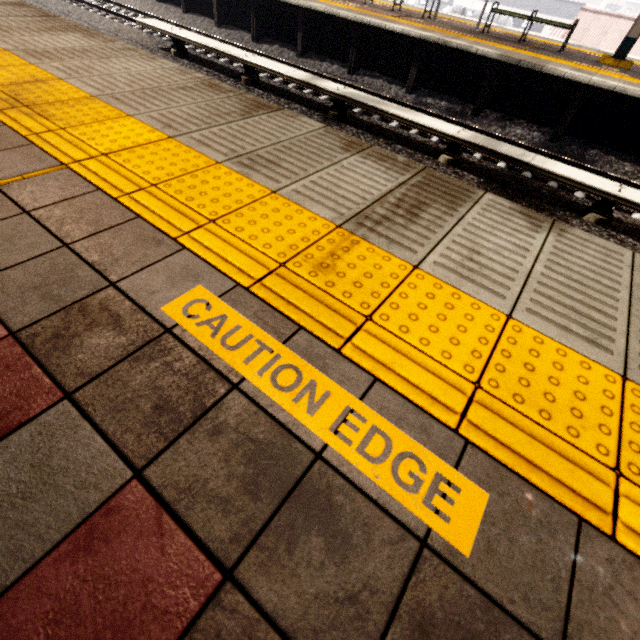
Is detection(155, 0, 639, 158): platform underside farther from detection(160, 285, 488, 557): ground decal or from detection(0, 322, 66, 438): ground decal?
detection(0, 322, 66, 438): ground decal

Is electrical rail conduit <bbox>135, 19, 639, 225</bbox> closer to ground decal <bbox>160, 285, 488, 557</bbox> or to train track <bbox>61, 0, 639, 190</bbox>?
train track <bbox>61, 0, 639, 190</bbox>

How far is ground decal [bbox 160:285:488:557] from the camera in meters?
0.9 m

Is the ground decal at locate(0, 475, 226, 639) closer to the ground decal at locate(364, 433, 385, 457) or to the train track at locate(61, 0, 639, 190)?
the ground decal at locate(364, 433, 385, 457)

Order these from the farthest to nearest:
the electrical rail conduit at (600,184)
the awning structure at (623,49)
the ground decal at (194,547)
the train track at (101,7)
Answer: the awning structure at (623,49)
the train track at (101,7)
the electrical rail conduit at (600,184)
the ground decal at (194,547)

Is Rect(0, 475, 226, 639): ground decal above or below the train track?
above

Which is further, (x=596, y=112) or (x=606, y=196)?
(x=596, y=112)

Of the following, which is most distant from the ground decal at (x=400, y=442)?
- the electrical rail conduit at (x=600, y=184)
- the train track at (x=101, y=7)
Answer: the train track at (x=101, y=7)
